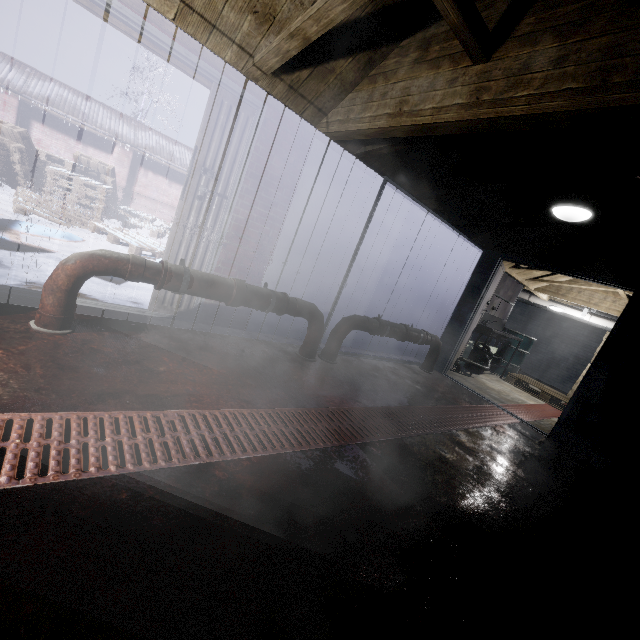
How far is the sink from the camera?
5.7 meters

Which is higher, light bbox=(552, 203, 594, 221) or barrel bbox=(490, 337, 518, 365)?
light bbox=(552, 203, 594, 221)

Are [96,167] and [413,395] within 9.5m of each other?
no

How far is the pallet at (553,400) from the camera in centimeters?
611cm

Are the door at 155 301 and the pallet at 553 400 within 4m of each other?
no

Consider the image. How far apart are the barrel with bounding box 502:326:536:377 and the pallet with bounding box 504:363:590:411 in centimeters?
5cm

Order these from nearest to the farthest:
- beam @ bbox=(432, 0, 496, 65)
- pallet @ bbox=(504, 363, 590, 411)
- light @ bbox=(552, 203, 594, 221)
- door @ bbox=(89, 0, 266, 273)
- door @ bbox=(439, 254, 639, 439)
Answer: beam @ bbox=(432, 0, 496, 65) → door @ bbox=(89, 0, 266, 273) → light @ bbox=(552, 203, 594, 221) → door @ bbox=(439, 254, 639, 439) → pallet @ bbox=(504, 363, 590, 411)

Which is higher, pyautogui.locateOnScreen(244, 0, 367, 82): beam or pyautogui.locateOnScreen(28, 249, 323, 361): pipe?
pyautogui.locateOnScreen(244, 0, 367, 82): beam
